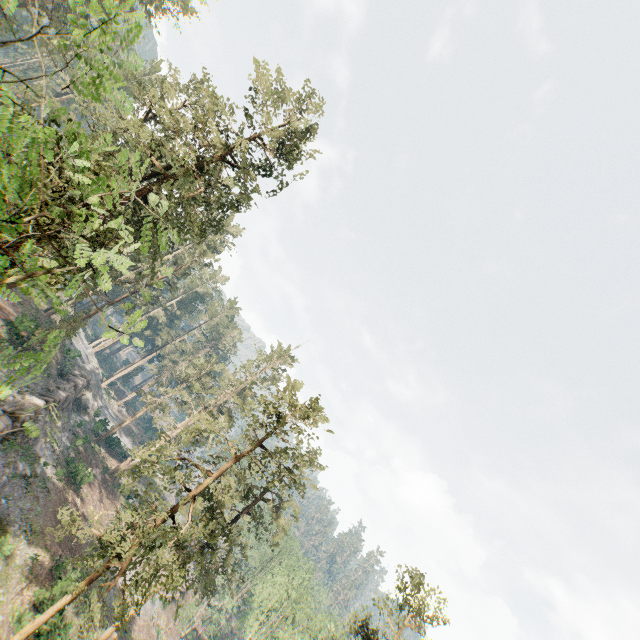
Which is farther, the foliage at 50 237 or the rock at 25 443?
the rock at 25 443

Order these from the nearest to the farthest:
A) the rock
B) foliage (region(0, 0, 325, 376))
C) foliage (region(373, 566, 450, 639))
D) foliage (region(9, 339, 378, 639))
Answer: foliage (region(0, 0, 325, 376))
foliage (region(9, 339, 378, 639))
foliage (region(373, 566, 450, 639))
the rock

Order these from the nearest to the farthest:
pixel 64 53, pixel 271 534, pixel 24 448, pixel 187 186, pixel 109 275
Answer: pixel 64 53, pixel 24 448, pixel 187 186, pixel 109 275, pixel 271 534

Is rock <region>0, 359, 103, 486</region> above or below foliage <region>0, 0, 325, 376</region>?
below

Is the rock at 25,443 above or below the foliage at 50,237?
below

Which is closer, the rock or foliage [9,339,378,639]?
foliage [9,339,378,639]
